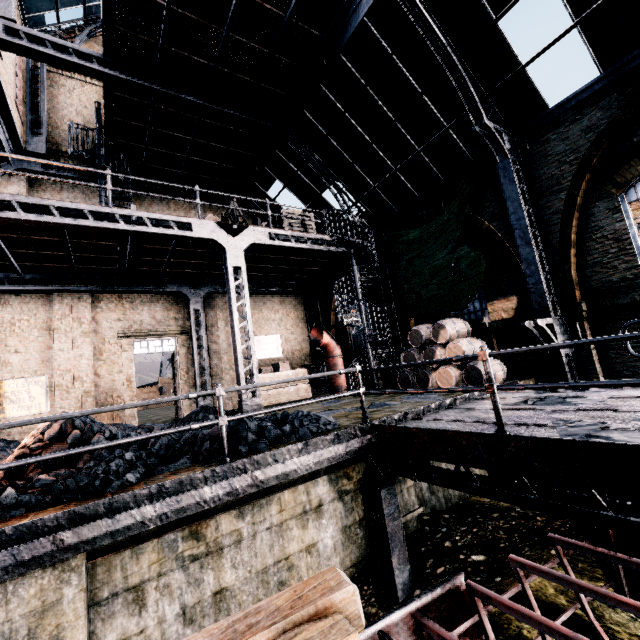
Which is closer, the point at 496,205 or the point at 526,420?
the point at 526,420

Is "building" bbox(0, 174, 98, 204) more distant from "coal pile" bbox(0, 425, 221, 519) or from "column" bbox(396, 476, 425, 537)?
"column" bbox(396, 476, 425, 537)

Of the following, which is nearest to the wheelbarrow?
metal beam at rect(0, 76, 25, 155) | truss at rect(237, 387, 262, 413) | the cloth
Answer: truss at rect(237, 387, 262, 413)

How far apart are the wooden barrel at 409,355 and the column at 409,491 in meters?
3.9

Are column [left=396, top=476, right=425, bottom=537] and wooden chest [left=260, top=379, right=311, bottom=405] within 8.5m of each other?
no

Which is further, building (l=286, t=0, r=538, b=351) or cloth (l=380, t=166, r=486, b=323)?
cloth (l=380, t=166, r=486, b=323)

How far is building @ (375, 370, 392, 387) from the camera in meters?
15.4

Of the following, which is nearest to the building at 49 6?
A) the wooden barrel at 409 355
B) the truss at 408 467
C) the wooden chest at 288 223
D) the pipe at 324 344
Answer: the wooden barrel at 409 355
